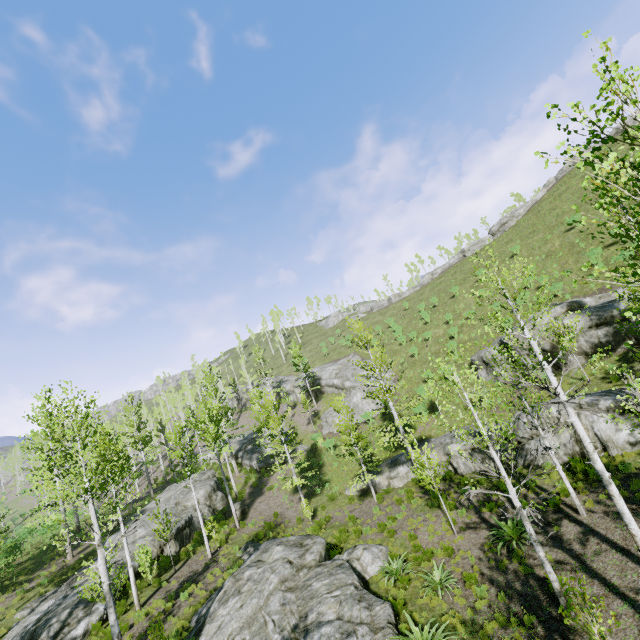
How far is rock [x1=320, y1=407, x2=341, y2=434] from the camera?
35.5m

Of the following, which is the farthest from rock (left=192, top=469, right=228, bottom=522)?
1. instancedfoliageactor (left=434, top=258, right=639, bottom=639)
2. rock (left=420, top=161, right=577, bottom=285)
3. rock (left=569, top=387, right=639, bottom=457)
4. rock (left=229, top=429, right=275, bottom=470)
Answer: rock (left=420, top=161, right=577, bottom=285)

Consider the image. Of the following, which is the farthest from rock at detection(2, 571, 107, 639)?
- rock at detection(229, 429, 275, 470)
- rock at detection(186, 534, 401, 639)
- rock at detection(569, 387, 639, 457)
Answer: rock at detection(569, 387, 639, 457)

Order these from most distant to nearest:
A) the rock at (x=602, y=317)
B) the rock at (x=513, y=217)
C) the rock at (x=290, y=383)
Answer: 1. the rock at (x=513, y=217)
2. the rock at (x=290, y=383)
3. the rock at (x=602, y=317)

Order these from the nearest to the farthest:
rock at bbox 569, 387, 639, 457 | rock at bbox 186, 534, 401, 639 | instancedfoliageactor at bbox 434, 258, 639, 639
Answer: instancedfoliageactor at bbox 434, 258, 639, 639
rock at bbox 186, 534, 401, 639
rock at bbox 569, 387, 639, 457

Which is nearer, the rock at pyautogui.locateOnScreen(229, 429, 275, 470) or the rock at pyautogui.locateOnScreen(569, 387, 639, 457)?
the rock at pyautogui.locateOnScreen(569, 387, 639, 457)

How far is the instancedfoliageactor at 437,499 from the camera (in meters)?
Result: 15.20

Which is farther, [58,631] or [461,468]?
[461,468]
